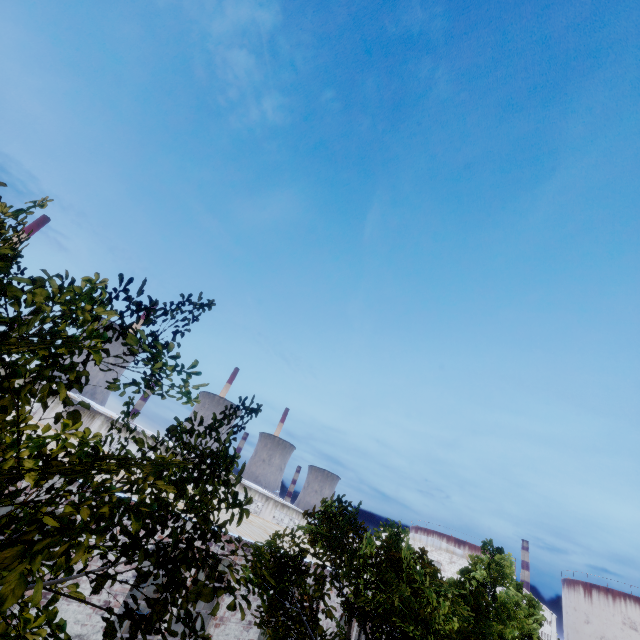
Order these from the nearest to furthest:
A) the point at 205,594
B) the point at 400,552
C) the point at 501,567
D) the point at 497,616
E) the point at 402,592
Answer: the point at 205,594, the point at 402,592, the point at 400,552, the point at 497,616, the point at 501,567
